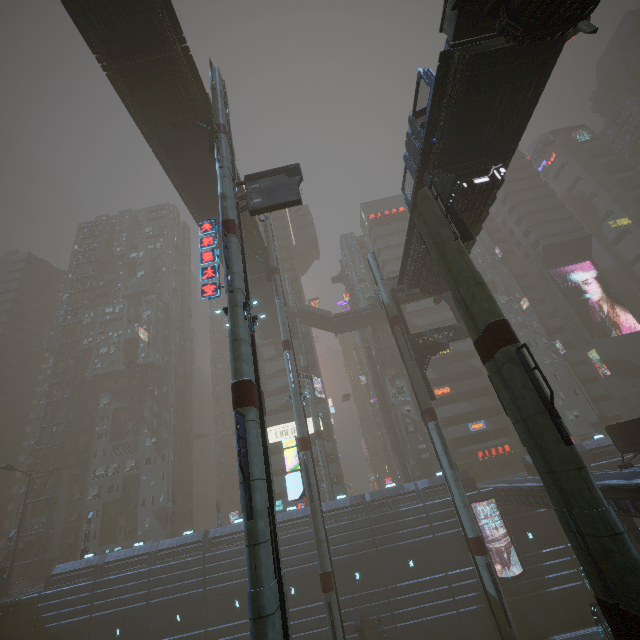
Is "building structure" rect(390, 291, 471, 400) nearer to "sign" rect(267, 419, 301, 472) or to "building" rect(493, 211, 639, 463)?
"building" rect(493, 211, 639, 463)

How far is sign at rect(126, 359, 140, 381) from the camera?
54.91m

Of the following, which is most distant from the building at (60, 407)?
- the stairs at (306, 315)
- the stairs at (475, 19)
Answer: the stairs at (475, 19)

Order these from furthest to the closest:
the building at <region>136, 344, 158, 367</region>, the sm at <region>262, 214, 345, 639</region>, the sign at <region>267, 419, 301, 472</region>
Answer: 1. the building at <region>136, 344, 158, 367</region>
2. the sign at <region>267, 419, 301, 472</region>
3. the sm at <region>262, 214, 345, 639</region>

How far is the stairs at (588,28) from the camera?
13.0m

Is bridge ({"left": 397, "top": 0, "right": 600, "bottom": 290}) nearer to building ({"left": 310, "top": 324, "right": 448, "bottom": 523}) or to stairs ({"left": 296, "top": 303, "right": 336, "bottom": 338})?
building ({"left": 310, "top": 324, "right": 448, "bottom": 523})

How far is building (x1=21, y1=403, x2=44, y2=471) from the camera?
55.0 meters

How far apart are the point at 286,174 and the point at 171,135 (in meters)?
11.86
